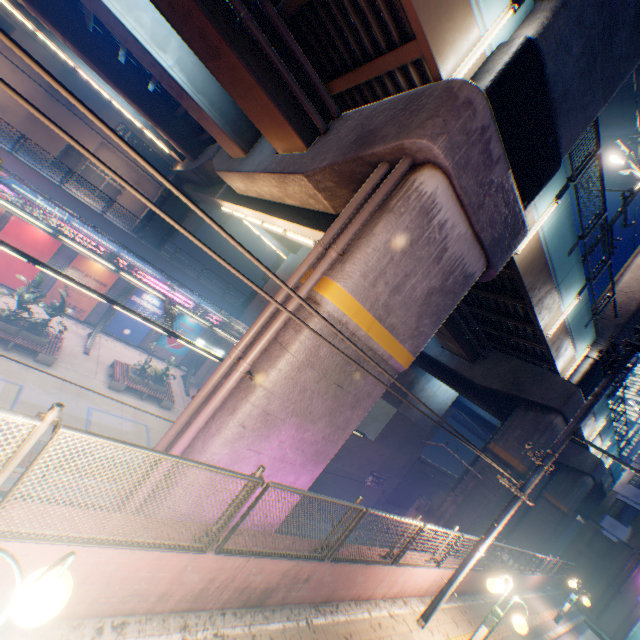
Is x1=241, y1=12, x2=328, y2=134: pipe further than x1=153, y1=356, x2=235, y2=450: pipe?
Yes

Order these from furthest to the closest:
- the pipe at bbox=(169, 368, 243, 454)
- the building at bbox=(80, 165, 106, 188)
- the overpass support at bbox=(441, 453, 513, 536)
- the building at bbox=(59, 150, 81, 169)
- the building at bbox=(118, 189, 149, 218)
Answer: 1. the building at bbox=(118, 189, 149, 218)
2. the building at bbox=(80, 165, 106, 188)
3. the building at bbox=(59, 150, 81, 169)
4. the overpass support at bbox=(441, 453, 513, 536)
5. the pipe at bbox=(169, 368, 243, 454)

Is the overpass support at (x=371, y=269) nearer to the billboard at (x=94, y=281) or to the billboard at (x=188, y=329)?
the billboard at (x=94, y=281)

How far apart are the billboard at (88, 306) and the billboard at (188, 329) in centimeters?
471cm

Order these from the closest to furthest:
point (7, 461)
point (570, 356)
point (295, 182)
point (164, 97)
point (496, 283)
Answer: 1. point (7, 461)
2. point (295, 182)
3. point (496, 283)
4. point (570, 356)
5. point (164, 97)

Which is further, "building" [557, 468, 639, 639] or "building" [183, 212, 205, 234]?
"building" [183, 212, 205, 234]

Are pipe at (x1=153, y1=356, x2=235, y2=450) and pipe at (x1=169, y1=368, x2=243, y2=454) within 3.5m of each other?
yes

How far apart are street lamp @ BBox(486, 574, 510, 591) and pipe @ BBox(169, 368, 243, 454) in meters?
7.7 m
